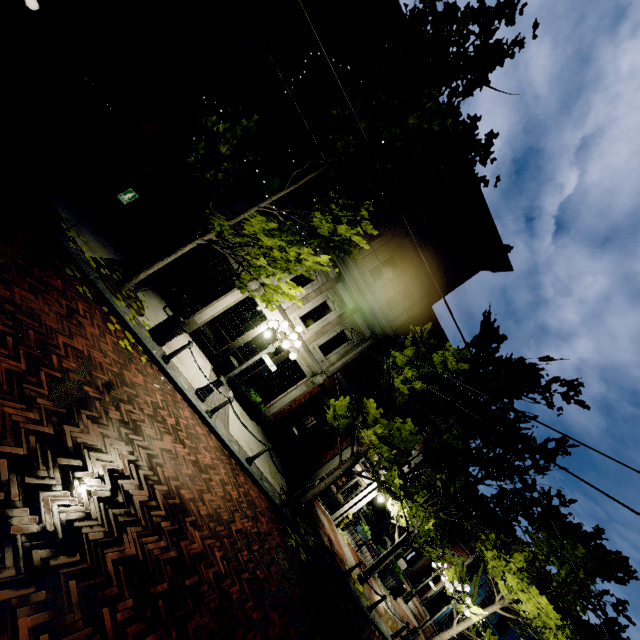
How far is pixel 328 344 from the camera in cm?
1452

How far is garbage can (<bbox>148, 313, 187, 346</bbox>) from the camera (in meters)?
8.80

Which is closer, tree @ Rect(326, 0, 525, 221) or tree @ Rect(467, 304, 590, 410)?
tree @ Rect(326, 0, 525, 221)

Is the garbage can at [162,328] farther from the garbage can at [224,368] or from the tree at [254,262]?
the garbage can at [224,368]

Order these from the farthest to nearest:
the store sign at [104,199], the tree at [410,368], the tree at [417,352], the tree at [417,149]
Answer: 1. the tree at [417,352]
2. the store sign at [104,199]
3. the tree at [410,368]
4. the tree at [417,149]

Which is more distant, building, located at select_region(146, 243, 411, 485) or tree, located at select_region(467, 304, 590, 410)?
building, located at select_region(146, 243, 411, 485)

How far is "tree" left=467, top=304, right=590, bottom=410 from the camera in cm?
965

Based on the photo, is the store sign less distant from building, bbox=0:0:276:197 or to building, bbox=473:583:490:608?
building, bbox=0:0:276:197
